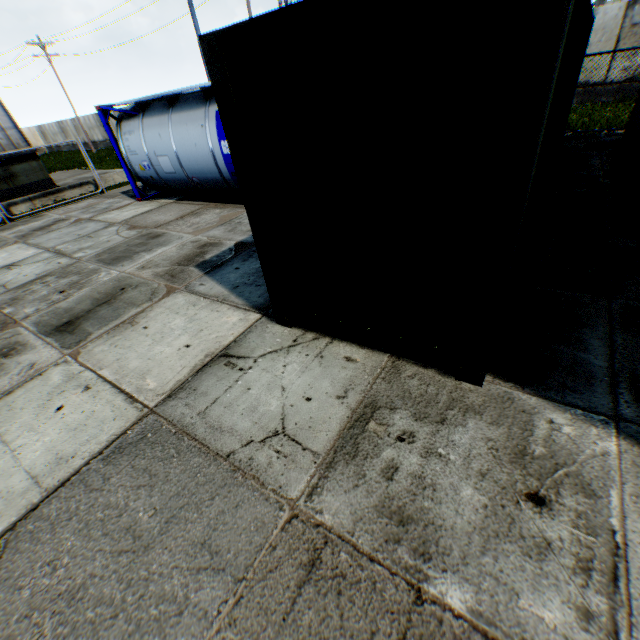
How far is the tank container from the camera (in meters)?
8.47

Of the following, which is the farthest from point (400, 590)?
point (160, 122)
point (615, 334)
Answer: point (160, 122)

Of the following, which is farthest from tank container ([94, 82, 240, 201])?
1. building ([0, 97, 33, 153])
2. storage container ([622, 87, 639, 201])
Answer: storage container ([622, 87, 639, 201])

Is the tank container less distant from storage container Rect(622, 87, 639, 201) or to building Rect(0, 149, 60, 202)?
building Rect(0, 149, 60, 202)

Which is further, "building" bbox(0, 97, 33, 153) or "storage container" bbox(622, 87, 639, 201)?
"building" bbox(0, 97, 33, 153)

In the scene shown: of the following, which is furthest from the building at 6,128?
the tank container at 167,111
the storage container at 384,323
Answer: the storage container at 384,323

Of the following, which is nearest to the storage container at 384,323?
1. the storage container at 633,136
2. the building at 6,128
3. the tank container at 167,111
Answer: the storage container at 633,136

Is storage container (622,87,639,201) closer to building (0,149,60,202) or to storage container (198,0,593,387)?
storage container (198,0,593,387)
